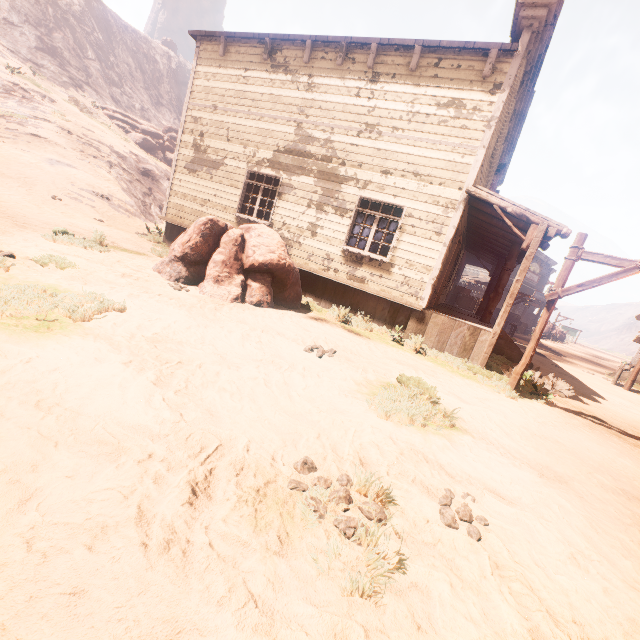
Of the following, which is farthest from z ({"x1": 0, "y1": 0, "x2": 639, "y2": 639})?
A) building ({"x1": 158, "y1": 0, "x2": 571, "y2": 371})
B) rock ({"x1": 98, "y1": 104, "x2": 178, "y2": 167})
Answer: rock ({"x1": 98, "y1": 104, "x2": 178, "y2": 167})

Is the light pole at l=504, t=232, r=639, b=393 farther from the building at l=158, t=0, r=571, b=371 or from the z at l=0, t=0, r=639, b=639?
the building at l=158, t=0, r=571, b=371

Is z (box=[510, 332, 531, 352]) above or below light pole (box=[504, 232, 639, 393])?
below

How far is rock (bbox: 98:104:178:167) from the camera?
30.5 meters

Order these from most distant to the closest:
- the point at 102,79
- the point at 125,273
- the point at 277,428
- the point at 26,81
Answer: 1. the point at 102,79
2. the point at 26,81
3. the point at 125,273
4. the point at 277,428

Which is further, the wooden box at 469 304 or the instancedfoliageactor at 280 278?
the wooden box at 469 304

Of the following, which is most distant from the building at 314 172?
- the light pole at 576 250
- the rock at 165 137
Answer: the rock at 165 137

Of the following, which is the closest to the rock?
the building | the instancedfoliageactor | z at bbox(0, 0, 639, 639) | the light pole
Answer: z at bbox(0, 0, 639, 639)
